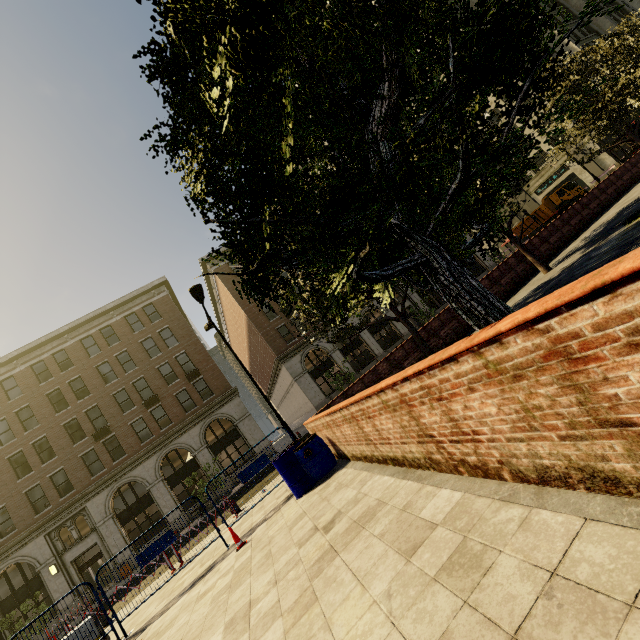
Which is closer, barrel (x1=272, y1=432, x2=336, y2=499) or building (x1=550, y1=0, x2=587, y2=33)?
barrel (x1=272, y1=432, x2=336, y2=499)

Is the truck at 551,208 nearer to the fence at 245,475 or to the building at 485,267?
the building at 485,267

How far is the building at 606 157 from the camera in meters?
37.8 m

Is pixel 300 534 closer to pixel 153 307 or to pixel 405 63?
pixel 405 63

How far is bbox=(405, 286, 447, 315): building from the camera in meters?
36.7

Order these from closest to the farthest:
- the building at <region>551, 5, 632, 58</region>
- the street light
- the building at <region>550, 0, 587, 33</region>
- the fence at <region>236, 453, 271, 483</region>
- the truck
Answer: the fence at <region>236, 453, 271, 483</region> < the street light < the truck < the building at <region>551, 5, 632, 58</region> < the building at <region>550, 0, 587, 33</region>

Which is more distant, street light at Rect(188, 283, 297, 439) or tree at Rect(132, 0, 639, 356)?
street light at Rect(188, 283, 297, 439)

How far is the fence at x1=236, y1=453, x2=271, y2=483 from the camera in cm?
896
